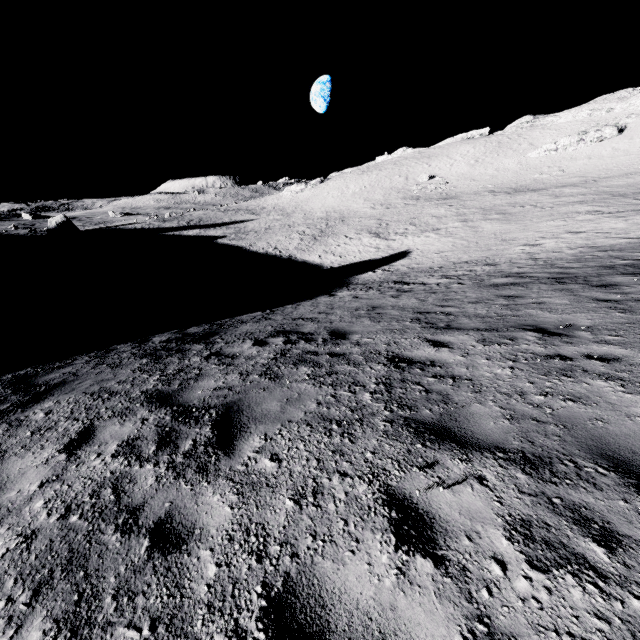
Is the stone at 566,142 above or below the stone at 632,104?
below

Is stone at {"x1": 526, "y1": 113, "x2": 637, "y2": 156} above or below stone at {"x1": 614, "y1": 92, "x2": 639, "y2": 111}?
below

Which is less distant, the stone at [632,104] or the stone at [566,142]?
the stone at [566,142]

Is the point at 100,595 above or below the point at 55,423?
above

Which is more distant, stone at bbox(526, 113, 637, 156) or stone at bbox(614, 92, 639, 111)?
stone at bbox(614, 92, 639, 111)
